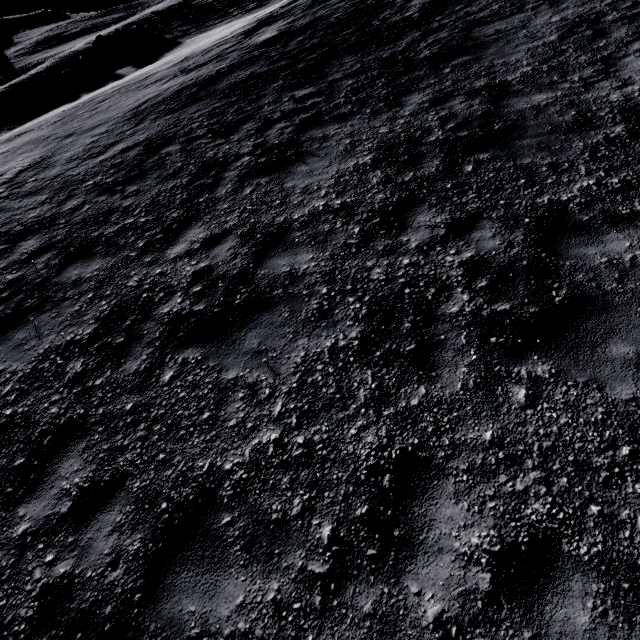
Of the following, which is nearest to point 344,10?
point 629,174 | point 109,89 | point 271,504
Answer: point 109,89
